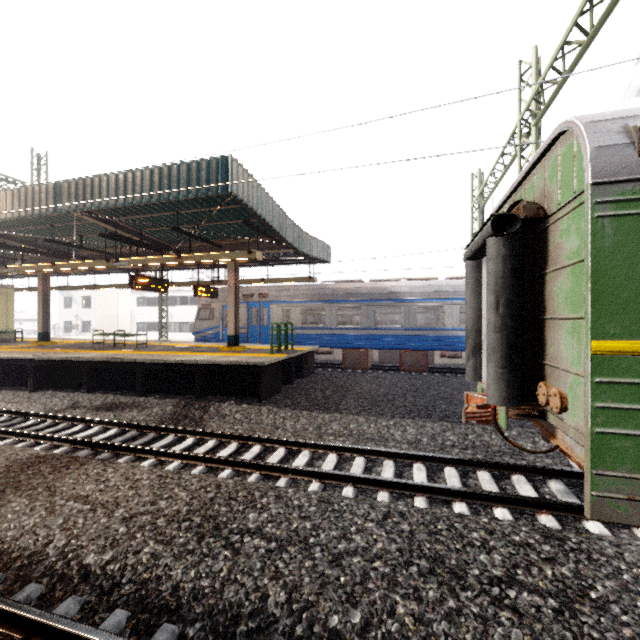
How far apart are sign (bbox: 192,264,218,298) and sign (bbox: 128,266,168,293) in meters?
1.7 m

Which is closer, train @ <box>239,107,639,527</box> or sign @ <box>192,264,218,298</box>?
train @ <box>239,107,639,527</box>

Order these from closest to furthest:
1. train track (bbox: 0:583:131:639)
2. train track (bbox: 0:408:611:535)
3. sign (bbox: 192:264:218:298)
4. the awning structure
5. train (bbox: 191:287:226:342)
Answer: train track (bbox: 0:583:131:639), train track (bbox: 0:408:611:535), the awning structure, sign (bbox: 192:264:218:298), train (bbox: 191:287:226:342)

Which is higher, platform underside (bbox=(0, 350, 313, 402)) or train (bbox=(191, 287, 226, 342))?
train (bbox=(191, 287, 226, 342))

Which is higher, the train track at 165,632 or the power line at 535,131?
the power line at 535,131

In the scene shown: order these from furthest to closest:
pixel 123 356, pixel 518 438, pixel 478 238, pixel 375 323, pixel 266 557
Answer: pixel 375 323 → pixel 123 356 → pixel 518 438 → pixel 478 238 → pixel 266 557

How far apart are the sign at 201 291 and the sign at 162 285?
1.7 meters

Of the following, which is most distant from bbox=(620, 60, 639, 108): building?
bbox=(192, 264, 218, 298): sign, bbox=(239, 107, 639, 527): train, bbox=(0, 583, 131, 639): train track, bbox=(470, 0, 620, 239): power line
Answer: bbox=(192, 264, 218, 298): sign
